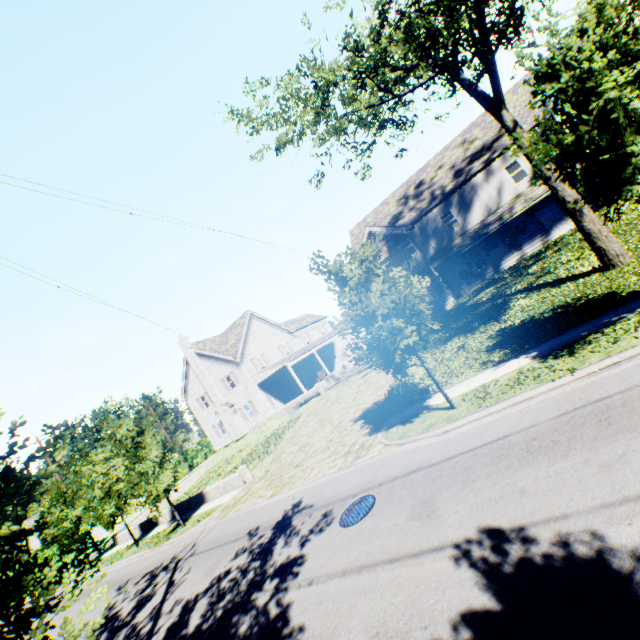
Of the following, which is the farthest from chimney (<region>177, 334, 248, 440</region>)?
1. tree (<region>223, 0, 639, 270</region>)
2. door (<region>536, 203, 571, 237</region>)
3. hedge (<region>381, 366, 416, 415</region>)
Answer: door (<region>536, 203, 571, 237</region>)

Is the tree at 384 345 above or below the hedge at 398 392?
above

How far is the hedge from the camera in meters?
13.6 m

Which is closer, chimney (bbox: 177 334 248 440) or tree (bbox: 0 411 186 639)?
tree (bbox: 0 411 186 639)

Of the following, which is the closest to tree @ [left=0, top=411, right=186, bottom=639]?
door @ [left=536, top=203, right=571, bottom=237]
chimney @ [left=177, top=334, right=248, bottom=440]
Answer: door @ [left=536, top=203, right=571, bottom=237]

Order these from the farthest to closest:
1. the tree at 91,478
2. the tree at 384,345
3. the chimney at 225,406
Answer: the chimney at 225,406 < the tree at 384,345 < the tree at 91,478

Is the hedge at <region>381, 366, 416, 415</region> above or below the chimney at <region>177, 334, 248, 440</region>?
below

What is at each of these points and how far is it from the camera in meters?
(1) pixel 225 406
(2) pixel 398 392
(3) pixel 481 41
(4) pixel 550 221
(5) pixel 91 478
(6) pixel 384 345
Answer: (1) chimney, 33.1 m
(2) hedge, 14.4 m
(3) tree, 10.0 m
(4) door, 21.5 m
(5) tree, 20.8 m
(6) tree, 9.7 m
